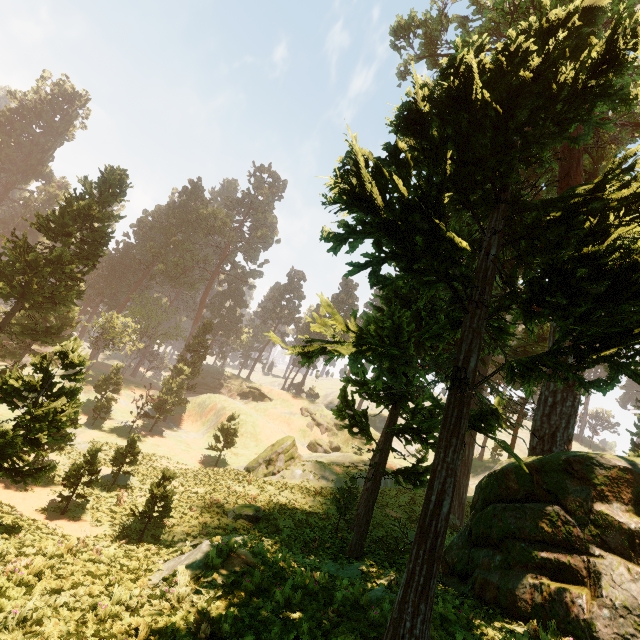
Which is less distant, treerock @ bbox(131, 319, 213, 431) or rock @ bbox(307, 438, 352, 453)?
treerock @ bbox(131, 319, 213, 431)

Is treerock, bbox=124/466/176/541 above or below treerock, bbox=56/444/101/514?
above

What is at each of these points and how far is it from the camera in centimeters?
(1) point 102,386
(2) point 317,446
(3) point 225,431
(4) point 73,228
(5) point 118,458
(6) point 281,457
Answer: (1) treerock, 3806cm
(2) rock, 5400cm
(3) treerock, 3828cm
(4) treerock, 2658cm
(5) treerock, 2248cm
(6) treerock, 3341cm

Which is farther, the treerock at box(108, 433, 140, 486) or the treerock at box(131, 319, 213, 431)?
the treerock at box(131, 319, 213, 431)

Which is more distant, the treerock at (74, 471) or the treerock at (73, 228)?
the treerock at (74, 471)

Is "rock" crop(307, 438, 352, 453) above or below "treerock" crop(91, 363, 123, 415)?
above
